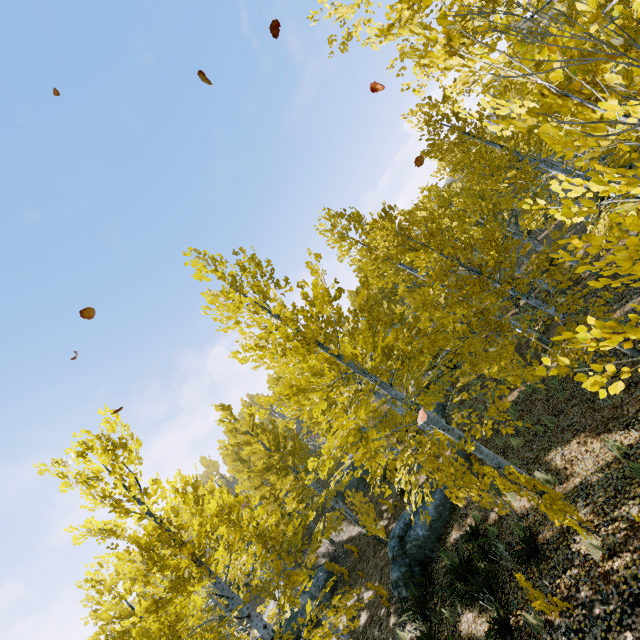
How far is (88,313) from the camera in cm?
532

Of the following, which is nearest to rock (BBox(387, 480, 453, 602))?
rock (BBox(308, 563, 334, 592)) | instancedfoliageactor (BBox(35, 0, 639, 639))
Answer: instancedfoliageactor (BBox(35, 0, 639, 639))

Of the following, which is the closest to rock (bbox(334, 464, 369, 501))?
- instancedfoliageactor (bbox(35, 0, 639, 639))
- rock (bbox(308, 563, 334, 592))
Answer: instancedfoliageactor (bbox(35, 0, 639, 639))

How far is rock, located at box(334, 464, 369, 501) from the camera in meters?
23.8

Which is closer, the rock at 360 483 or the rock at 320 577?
the rock at 320 577

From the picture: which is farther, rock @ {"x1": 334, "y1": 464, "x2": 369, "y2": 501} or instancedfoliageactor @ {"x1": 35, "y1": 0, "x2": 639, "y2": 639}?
rock @ {"x1": 334, "y1": 464, "x2": 369, "y2": 501}

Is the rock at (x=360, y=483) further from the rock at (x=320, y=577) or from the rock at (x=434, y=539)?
the rock at (x=434, y=539)

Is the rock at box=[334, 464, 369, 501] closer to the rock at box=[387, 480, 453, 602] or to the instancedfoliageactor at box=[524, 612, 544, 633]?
the instancedfoliageactor at box=[524, 612, 544, 633]
